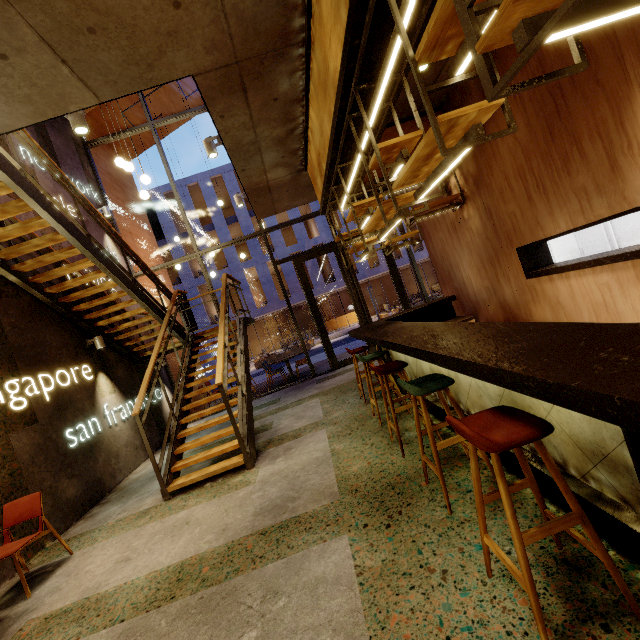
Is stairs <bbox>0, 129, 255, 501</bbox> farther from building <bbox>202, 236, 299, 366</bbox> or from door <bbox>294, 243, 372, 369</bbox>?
building <bbox>202, 236, 299, 366</bbox>

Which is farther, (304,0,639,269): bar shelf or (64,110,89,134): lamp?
(64,110,89,134): lamp

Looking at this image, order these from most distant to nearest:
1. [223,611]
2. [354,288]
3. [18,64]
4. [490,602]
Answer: [354,288], [18,64], [223,611], [490,602]

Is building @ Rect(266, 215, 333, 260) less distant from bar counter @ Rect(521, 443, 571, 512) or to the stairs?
the stairs

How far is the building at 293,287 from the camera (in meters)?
26.47

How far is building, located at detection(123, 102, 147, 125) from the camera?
10.4m

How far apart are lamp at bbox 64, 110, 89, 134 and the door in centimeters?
617cm

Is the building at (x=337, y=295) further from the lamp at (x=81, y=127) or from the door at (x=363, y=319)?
the lamp at (x=81, y=127)
